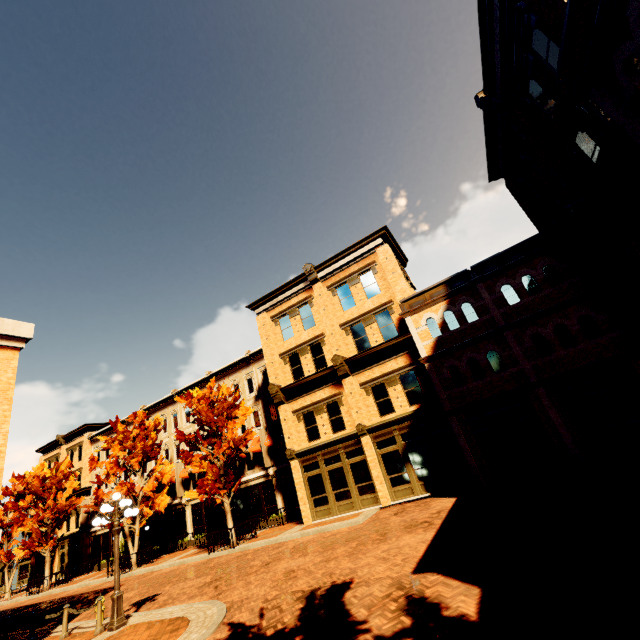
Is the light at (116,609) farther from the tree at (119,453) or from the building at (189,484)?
the building at (189,484)

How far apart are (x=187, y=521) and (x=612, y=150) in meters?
35.4 m

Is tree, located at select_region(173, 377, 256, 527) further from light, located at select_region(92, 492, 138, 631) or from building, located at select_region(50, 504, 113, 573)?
light, located at select_region(92, 492, 138, 631)

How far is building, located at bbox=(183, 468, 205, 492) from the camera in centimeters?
2867cm

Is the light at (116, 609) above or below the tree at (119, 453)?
below

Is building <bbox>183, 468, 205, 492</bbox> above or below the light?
above

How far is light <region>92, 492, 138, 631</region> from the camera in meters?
9.6

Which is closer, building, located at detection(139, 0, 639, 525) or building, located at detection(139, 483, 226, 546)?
building, located at detection(139, 0, 639, 525)
